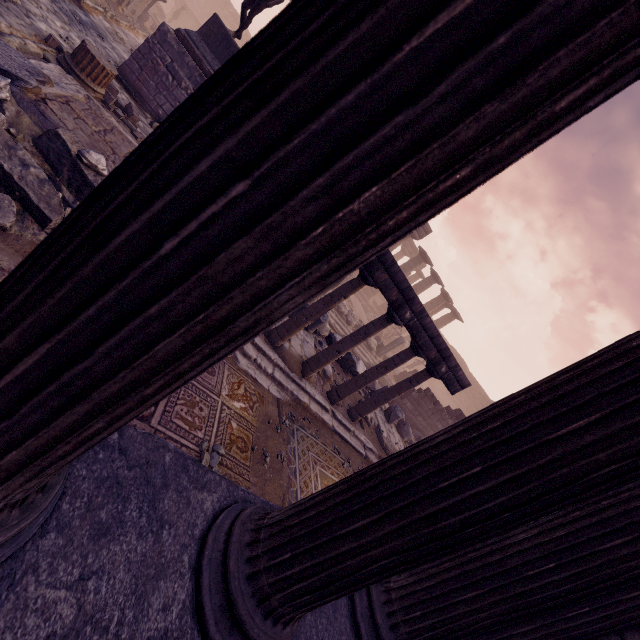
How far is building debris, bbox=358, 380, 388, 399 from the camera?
10.8m

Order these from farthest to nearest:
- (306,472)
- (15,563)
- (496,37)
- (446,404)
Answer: (446,404), (306,472), (15,563), (496,37)

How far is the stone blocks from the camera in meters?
7.1 m

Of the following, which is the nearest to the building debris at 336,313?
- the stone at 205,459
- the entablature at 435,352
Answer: the entablature at 435,352

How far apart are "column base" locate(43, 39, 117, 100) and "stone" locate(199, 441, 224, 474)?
7.5 meters

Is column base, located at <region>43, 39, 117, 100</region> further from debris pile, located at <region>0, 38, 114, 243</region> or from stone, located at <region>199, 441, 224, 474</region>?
stone, located at <region>199, 441, 224, 474</region>

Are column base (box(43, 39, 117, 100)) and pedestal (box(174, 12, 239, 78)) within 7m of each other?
yes

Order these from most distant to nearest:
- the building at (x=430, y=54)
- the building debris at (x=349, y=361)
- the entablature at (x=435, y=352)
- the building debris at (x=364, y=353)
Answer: the building debris at (x=364, y=353) → the building debris at (x=349, y=361) → the entablature at (x=435, y=352) → the building at (x=430, y=54)
